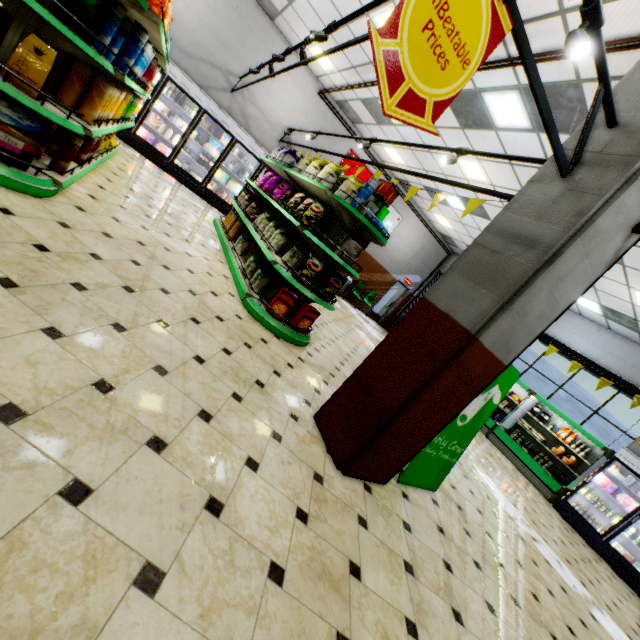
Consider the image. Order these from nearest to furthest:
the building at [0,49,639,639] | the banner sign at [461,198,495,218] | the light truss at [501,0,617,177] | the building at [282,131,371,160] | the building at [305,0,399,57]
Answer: the building at [0,49,639,639], the light truss at [501,0,617,177], the banner sign at [461,198,495,218], the building at [305,0,399,57], the building at [282,131,371,160]

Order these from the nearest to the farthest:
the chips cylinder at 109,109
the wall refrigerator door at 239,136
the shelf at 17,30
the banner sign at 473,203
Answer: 1. the shelf at 17,30
2. the chips cylinder at 109,109
3. the banner sign at 473,203
4. the wall refrigerator door at 239,136

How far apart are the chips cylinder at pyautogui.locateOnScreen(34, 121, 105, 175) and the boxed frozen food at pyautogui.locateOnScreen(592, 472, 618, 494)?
12.3 meters

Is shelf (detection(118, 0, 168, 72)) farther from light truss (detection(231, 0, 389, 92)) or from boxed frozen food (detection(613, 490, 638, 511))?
boxed frozen food (detection(613, 490, 638, 511))

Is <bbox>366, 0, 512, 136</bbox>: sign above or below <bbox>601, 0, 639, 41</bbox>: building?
below

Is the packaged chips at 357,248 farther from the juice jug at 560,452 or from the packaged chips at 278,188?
the juice jug at 560,452

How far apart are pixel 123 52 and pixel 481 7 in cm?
330

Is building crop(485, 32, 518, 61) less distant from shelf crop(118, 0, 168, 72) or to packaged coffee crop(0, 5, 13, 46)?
shelf crop(118, 0, 168, 72)
